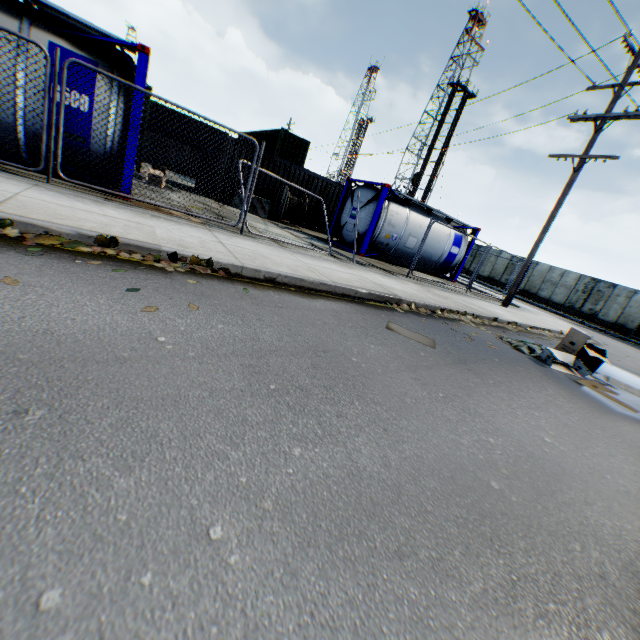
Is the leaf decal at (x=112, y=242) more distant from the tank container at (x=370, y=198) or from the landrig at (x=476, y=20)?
the landrig at (x=476, y=20)

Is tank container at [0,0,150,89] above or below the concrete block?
above

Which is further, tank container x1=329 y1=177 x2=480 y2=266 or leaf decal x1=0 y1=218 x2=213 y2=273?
tank container x1=329 y1=177 x2=480 y2=266

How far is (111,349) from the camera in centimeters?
227cm

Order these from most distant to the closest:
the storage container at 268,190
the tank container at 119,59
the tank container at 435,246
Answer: the storage container at 268,190
the tank container at 435,246
the tank container at 119,59

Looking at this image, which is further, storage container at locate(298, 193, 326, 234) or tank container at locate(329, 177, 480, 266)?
storage container at locate(298, 193, 326, 234)

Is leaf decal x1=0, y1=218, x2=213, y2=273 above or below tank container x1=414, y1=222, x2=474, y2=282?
below

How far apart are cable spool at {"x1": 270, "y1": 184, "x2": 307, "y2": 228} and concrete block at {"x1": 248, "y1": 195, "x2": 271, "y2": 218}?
0.21m
